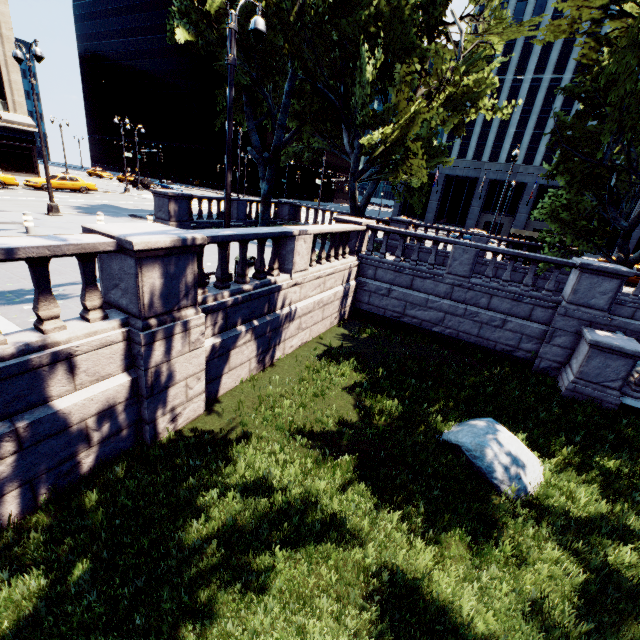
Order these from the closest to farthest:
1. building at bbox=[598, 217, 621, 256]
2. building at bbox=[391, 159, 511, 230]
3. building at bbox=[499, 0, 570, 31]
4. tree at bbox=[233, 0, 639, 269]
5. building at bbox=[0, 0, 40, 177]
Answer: tree at bbox=[233, 0, 639, 269]
building at bbox=[0, 0, 40, 177]
building at bbox=[598, 217, 621, 256]
building at bbox=[391, 159, 511, 230]
building at bbox=[499, 0, 570, 31]

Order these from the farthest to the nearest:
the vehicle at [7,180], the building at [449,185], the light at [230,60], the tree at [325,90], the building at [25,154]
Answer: the building at [449,185] → the building at [25,154] → the vehicle at [7,180] → the tree at [325,90] → the light at [230,60]

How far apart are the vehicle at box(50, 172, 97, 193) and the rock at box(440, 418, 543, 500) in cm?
3567

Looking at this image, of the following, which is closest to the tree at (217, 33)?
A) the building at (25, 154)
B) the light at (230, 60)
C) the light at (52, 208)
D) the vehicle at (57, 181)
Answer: the light at (52, 208)

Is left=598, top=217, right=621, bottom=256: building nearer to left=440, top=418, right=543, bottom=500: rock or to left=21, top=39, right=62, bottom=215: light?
left=21, top=39, right=62, bottom=215: light

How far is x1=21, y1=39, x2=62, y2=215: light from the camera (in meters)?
14.12

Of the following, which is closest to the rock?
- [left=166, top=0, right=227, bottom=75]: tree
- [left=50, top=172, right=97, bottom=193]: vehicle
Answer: [left=166, top=0, right=227, bottom=75]: tree

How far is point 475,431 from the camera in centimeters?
734cm
